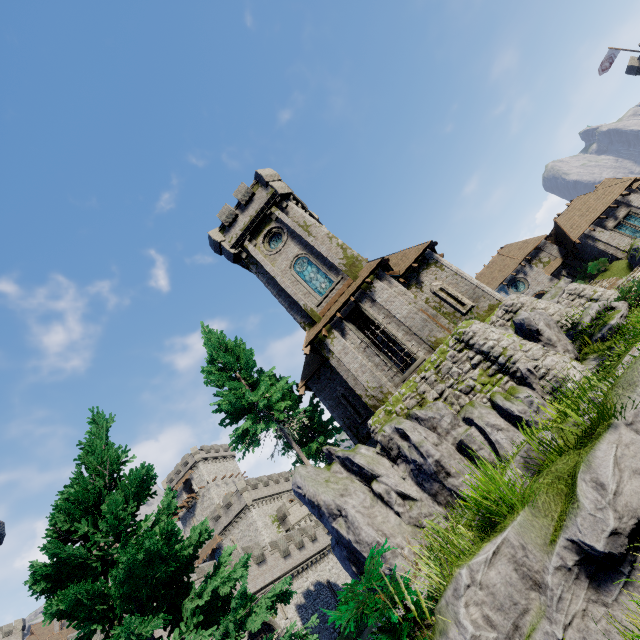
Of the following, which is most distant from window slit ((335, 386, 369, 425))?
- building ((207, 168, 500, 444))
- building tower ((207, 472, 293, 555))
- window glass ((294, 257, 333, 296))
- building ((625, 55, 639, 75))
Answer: building ((625, 55, 639, 75))

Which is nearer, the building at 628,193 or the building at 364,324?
the building at 364,324

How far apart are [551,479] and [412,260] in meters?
17.8

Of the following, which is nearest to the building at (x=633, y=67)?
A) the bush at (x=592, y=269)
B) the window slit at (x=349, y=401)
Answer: the bush at (x=592, y=269)

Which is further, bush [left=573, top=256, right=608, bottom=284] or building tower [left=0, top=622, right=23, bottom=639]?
building tower [left=0, top=622, right=23, bottom=639]

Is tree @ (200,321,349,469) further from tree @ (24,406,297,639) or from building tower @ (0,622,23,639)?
building tower @ (0,622,23,639)

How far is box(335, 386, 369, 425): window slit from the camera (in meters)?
19.72

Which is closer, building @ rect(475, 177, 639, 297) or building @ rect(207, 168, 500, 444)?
building @ rect(207, 168, 500, 444)
